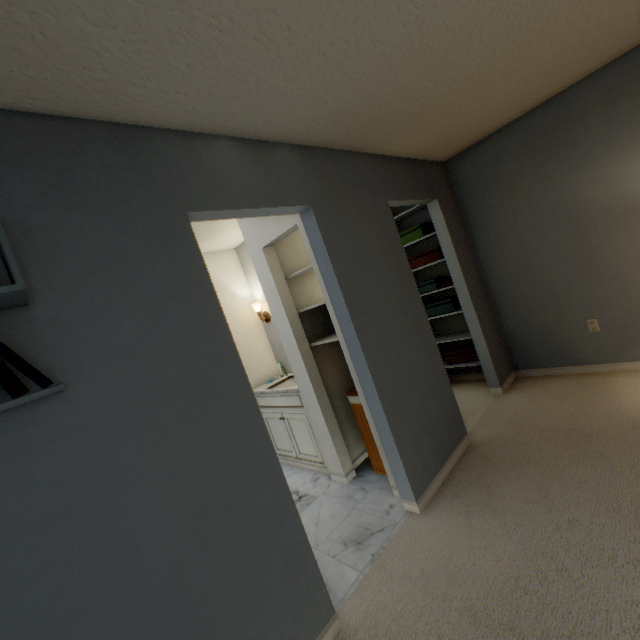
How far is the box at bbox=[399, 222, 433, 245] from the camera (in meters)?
3.56

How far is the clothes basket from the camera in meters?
2.6 m

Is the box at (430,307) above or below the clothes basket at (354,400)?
above

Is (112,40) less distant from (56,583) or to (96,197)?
(96,197)

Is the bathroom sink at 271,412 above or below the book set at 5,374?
below

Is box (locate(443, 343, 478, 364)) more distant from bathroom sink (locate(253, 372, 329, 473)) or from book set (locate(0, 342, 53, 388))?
book set (locate(0, 342, 53, 388))

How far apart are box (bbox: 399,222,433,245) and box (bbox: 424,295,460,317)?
0.76m

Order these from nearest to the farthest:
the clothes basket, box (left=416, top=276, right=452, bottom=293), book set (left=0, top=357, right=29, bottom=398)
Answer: book set (left=0, top=357, right=29, bottom=398)
the clothes basket
box (left=416, top=276, right=452, bottom=293)
